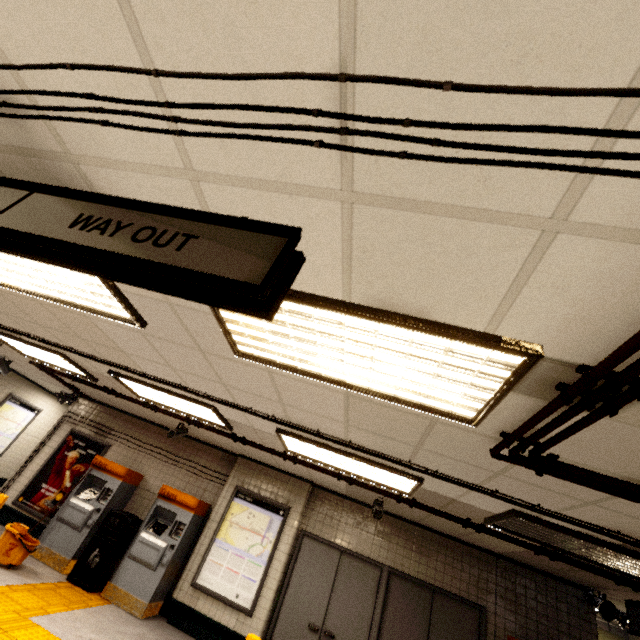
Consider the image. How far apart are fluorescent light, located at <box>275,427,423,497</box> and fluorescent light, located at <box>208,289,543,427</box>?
2.0 meters

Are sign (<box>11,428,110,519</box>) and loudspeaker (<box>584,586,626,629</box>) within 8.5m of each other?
no

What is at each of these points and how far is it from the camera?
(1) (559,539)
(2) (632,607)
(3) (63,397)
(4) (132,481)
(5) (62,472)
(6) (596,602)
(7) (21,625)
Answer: (1) fluorescent light, 3.9 meters
(2) sign, 4.6 meters
(3) loudspeaker, 8.3 meters
(4) ticket machine, 7.1 meters
(5) sign, 7.5 meters
(6) loudspeaker, 5.4 meters
(7) groundtactileadastrip, 3.9 meters

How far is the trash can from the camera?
5.7m

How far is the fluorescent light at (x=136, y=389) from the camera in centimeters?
480cm

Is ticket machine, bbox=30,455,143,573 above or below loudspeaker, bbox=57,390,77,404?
below

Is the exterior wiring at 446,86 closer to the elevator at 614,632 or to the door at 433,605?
the door at 433,605

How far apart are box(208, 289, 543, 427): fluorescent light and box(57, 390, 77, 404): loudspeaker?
8.24m
